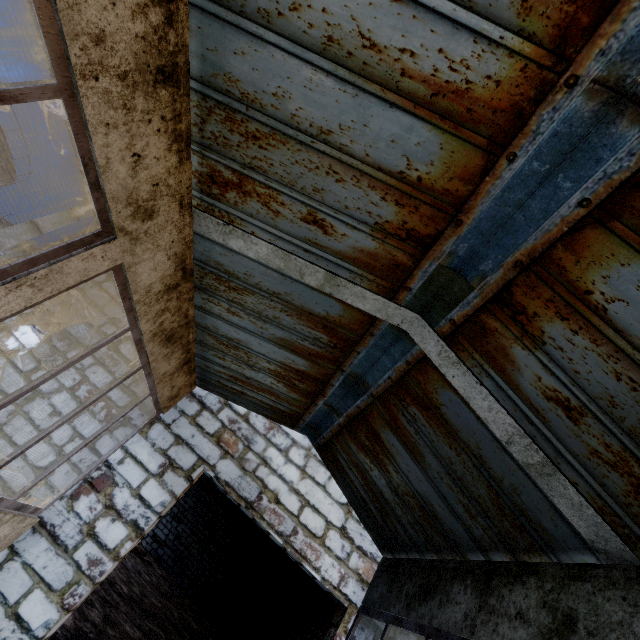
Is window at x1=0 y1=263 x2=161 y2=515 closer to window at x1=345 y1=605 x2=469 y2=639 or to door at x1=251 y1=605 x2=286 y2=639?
window at x1=345 y1=605 x2=469 y2=639

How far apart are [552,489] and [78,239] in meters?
3.2

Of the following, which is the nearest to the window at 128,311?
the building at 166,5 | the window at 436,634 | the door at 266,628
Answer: the building at 166,5

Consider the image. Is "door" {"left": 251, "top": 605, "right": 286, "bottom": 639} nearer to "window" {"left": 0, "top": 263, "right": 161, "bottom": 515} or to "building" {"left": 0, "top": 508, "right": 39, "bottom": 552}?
"building" {"left": 0, "top": 508, "right": 39, "bottom": 552}

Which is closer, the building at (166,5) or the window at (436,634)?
the building at (166,5)

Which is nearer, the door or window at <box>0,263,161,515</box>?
window at <box>0,263,161,515</box>

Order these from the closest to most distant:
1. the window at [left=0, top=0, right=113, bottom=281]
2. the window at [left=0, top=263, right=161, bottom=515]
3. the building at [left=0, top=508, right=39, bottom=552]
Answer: the window at [left=0, top=0, right=113, bottom=281] → the window at [left=0, top=263, right=161, bottom=515] → the building at [left=0, top=508, right=39, bottom=552]

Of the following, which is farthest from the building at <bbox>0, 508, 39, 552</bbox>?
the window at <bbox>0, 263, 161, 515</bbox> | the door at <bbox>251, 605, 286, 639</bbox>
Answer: the door at <bbox>251, 605, 286, 639</bbox>
